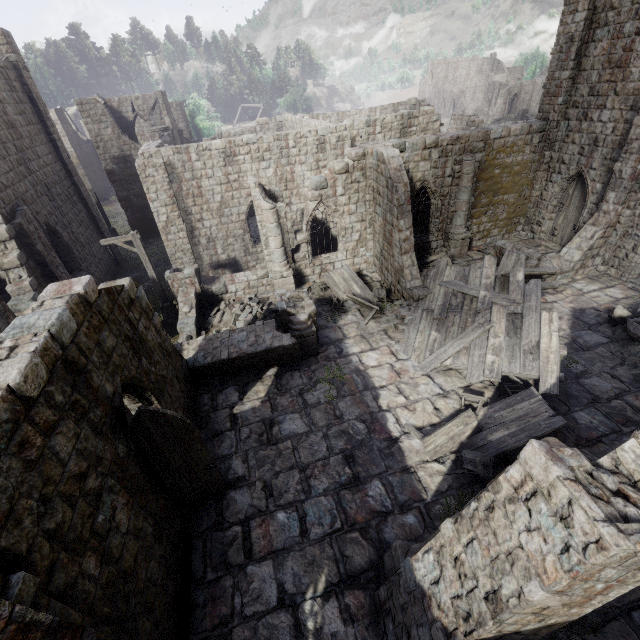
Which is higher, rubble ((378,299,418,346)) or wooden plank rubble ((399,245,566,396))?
wooden plank rubble ((399,245,566,396))

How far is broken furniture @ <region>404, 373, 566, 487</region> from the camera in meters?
8.1

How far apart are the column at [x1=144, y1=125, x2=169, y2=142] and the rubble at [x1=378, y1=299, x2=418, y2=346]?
24.74m

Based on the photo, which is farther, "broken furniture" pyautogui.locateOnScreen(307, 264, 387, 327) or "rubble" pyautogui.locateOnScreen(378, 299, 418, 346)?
"broken furniture" pyautogui.locateOnScreen(307, 264, 387, 327)

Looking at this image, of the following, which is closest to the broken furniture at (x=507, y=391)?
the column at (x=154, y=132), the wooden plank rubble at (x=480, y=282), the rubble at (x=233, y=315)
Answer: the wooden plank rubble at (x=480, y=282)

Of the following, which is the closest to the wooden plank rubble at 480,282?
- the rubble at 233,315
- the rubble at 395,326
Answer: the rubble at 395,326

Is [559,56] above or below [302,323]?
above

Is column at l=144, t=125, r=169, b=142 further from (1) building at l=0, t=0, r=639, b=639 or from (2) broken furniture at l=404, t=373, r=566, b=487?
(2) broken furniture at l=404, t=373, r=566, b=487
